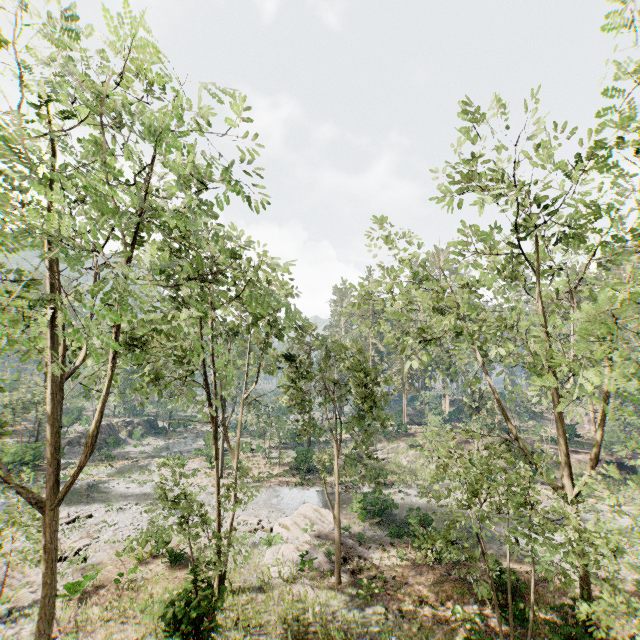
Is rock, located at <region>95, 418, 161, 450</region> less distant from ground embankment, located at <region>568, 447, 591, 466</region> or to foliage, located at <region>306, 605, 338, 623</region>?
foliage, located at <region>306, 605, 338, 623</region>

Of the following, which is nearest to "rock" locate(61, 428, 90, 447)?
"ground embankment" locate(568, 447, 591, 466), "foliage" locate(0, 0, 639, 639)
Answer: "foliage" locate(0, 0, 639, 639)

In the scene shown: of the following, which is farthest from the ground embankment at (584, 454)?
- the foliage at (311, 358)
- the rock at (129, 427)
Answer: the rock at (129, 427)

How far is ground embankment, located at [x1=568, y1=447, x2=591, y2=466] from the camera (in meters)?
38.88

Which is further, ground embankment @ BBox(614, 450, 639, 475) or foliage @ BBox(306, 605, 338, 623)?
ground embankment @ BBox(614, 450, 639, 475)

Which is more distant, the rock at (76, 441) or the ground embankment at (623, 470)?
the rock at (76, 441)

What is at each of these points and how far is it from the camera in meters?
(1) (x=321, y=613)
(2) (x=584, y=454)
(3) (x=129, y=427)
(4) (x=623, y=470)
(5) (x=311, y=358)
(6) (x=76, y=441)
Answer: (1) foliage, 14.4 m
(2) ground embankment, 39.2 m
(3) rock, 53.0 m
(4) ground embankment, 37.4 m
(5) foliage, 20.3 m
(6) rock, 43.5 m
